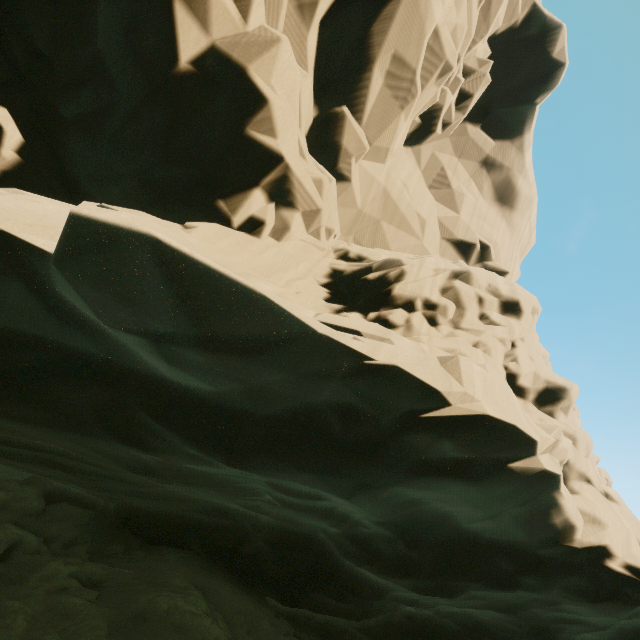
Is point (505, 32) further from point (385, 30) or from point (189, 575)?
point (189, 575)
